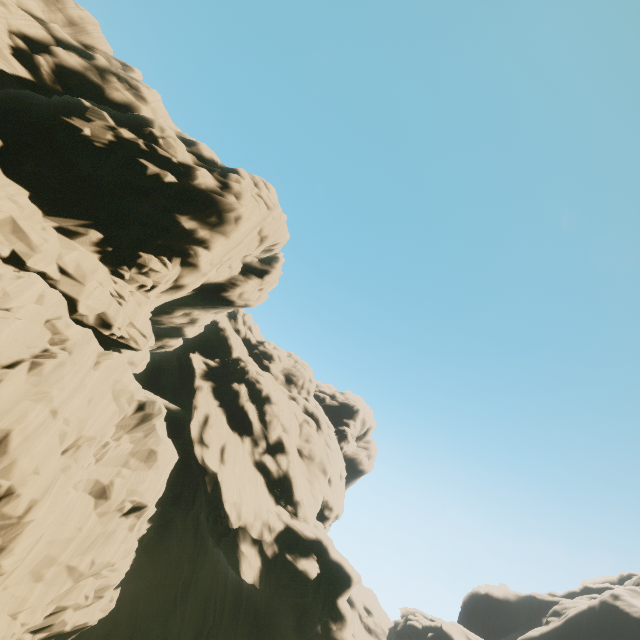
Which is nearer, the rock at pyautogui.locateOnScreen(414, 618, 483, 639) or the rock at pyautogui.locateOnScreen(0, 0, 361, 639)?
the rock at pyautogui.locateOnScreen(0, 0, 361, 639)

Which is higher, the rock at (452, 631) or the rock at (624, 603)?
the rock at (624, 603)

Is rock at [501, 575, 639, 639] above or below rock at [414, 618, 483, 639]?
above

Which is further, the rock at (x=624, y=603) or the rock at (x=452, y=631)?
the rock at (x=452, y=631)

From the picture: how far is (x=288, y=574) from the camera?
24.9 meters

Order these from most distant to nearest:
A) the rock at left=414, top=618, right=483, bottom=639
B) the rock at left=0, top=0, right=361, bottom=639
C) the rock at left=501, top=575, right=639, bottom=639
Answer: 1. the rock at left=414, top=618, right=483, bottom=639
2. the rock at left=501, top=575, right=639, bottom=639
3. the rock at left=0, top=0, right=361, bottom=639
